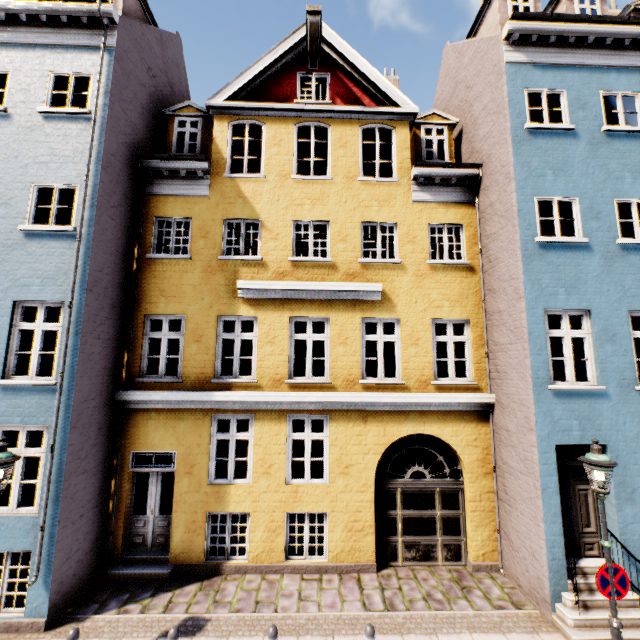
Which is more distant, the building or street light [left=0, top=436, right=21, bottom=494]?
the building

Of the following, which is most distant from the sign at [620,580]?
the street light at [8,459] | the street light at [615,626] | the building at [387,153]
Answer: the street light at [8,459]

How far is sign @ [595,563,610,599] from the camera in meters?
5.2

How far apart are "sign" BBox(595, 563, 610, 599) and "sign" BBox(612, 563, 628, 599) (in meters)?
0.13

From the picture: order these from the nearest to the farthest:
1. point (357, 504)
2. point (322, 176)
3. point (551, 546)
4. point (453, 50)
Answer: point (551, 546)
point (357, 504)
point (322, 176)
point (453, 50)

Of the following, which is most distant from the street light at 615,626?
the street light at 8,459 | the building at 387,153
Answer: the street light at 8,459

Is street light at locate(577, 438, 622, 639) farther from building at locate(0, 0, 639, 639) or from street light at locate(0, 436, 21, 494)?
street light at locate(0, 436, 21, 494)

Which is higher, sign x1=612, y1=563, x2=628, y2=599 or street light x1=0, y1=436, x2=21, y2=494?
street light x1=0, y1=436, x2=21, y2=494
